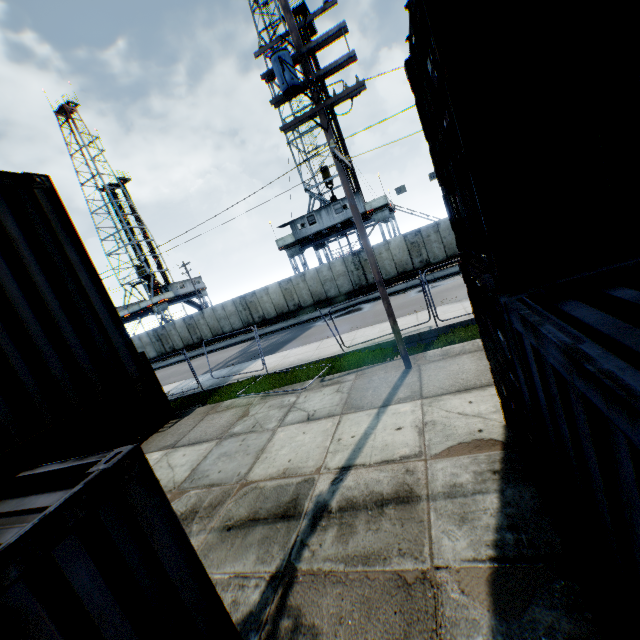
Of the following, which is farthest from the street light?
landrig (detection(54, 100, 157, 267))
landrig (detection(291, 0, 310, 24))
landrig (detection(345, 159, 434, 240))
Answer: landrig (detection(54, 100, 157, 267))

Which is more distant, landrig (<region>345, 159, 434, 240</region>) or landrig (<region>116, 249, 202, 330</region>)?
landrig (<region>116, 249, 202, 330</region>)

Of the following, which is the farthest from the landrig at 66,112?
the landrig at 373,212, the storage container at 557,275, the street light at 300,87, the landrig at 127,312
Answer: the storage container at 557,275

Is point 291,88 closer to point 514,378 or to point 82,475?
point 514,378

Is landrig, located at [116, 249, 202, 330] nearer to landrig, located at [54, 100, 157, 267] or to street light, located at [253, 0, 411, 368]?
landrig, located at [54, 100, 157, 267]

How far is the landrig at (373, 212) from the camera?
27.95m

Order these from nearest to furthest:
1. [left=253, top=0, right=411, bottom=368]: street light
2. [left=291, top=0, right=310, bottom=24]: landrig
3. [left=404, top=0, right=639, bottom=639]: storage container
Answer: [left=404, top=0, right=639, bottom=639]: storage container, [left=253, top=0, right=411, bottom=368]: street light, [left=291, top=0, right=310, bottom=24]: landrig

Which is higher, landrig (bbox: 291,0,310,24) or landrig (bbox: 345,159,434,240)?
landrig (bbox: 291,0,310,24)
